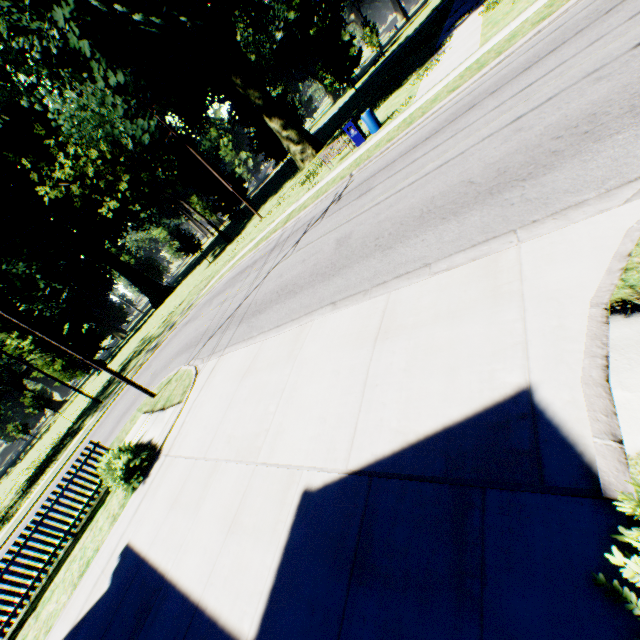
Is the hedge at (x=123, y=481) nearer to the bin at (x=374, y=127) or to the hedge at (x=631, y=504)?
the hedge at (x=631, y=504)

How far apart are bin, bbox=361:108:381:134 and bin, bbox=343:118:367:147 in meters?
0.4

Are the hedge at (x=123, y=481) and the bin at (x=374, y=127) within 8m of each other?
no

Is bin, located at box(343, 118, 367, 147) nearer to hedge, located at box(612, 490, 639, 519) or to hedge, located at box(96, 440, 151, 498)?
hedge, located at box(96, 440, 151, 498)

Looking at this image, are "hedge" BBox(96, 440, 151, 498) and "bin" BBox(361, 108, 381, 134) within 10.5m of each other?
no

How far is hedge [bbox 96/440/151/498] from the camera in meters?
8.6 m

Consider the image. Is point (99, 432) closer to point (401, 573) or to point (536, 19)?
point (401, 573)

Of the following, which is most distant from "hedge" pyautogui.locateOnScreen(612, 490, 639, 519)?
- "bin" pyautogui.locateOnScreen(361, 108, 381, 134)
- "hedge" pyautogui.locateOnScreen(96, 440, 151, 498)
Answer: "bin" pyautogui.locateOnScreen(361, 108, 381, 134)
